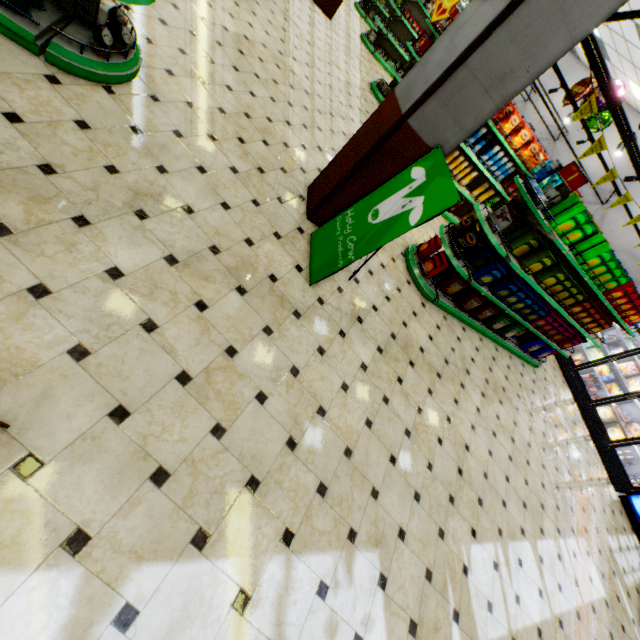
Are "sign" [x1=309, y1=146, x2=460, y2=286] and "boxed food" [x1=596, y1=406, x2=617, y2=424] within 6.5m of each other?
no

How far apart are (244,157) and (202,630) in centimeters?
421cm

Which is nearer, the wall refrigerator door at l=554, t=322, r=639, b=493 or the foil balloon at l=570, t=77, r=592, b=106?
the foil balloon at l=570, t=77, r=592, b=106

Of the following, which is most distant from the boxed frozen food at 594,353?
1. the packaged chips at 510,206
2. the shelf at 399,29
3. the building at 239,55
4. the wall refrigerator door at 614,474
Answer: the shelf at 399,29

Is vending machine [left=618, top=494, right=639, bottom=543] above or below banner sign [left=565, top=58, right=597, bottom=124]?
below

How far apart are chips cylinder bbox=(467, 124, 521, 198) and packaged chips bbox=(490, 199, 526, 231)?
3.1 meters

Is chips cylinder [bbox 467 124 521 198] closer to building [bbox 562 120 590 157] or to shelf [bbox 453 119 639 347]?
building [bbox 562 120 590 157]

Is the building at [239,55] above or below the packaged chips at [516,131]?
below
